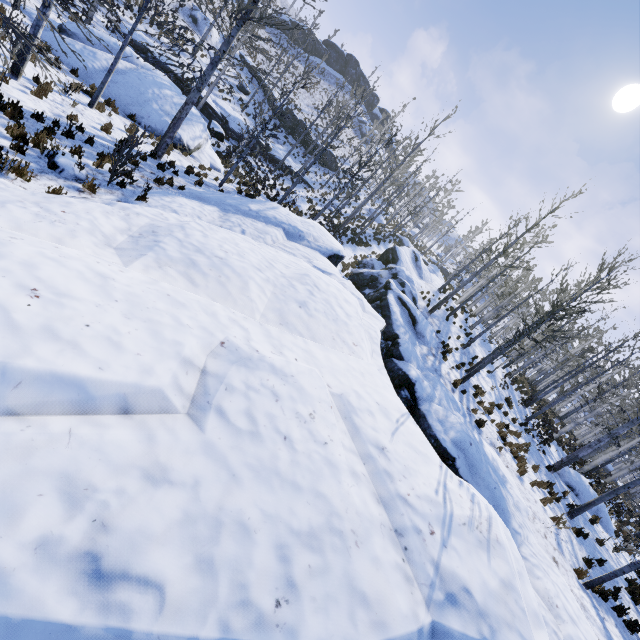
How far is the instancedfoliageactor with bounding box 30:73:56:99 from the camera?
9.95m

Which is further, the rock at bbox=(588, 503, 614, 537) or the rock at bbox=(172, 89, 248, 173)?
the rock at bbox=(172, 89, 248, 173)

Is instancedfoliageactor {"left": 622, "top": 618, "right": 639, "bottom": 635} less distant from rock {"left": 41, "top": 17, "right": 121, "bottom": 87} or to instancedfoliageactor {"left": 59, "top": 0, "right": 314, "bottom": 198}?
instancedfoliageactor {"left": 59, "top": 0, "right": 314, "bottom": 198}

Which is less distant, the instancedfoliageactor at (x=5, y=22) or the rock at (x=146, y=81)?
the instancedfoliageactor at (x=5, y=22)

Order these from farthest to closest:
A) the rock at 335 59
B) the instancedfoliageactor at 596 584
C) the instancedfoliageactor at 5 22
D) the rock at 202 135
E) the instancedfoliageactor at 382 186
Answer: the rock at 335 59, the instancedfoliageactor at 382 186, the rock at 202 135, the instancedfoliageactor at 596 584, the instancedfoliageactor at 5 22

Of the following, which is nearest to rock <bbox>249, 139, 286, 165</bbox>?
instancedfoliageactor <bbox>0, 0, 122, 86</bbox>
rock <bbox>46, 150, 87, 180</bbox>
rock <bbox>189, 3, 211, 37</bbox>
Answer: rock <bbox>189, 3, 211, 37</bbox>

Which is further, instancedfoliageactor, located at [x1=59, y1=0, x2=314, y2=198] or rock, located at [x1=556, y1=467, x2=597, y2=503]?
rock, located at [x1=556, y1=467, x2=597, y2=503]

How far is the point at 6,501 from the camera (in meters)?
1.78
